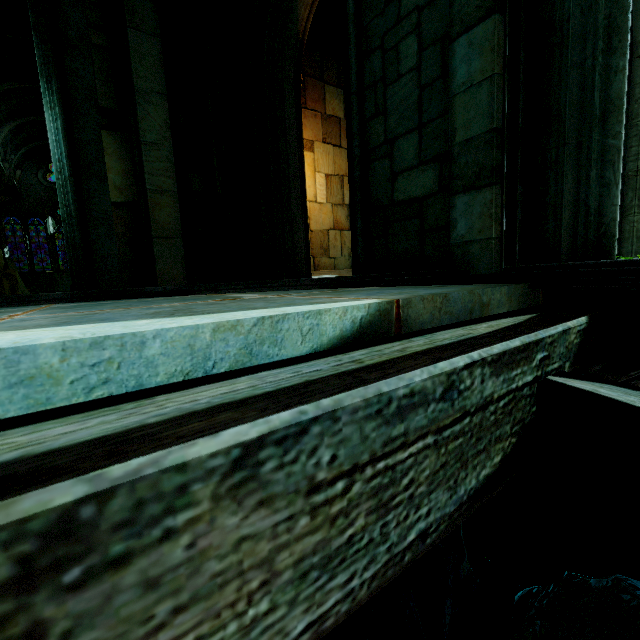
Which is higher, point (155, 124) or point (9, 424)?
point (155, 124)

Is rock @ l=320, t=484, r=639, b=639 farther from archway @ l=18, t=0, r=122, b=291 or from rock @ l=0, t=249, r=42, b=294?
rock @ l=0, t=249, r=42, b=294

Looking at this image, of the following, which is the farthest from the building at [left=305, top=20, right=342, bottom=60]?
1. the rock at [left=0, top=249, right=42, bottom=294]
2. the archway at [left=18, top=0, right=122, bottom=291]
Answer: the rock at [left=0, top=249, right=42, bottom=294]

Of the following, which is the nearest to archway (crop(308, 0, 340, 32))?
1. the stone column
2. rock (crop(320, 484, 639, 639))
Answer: the stone column

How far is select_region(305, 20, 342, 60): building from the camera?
8.6m

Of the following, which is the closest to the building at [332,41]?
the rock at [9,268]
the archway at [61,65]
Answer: the archway at [61,65]

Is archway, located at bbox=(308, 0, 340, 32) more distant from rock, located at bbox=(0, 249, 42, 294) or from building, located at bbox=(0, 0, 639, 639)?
rock, located at bbox=(0, 249, 42, 294)

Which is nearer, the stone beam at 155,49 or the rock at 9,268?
the stone beam at 155,49
